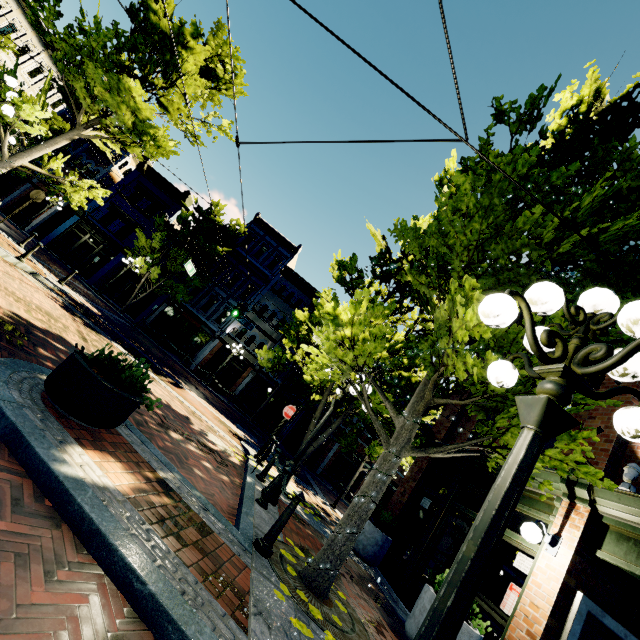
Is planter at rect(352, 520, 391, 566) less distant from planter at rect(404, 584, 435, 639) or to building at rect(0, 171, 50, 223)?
planter at rect(404, 584, 435, 639)

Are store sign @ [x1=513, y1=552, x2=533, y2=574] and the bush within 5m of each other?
yes

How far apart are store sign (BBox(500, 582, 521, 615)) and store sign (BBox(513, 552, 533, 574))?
0.3m

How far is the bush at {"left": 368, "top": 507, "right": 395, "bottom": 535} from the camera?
8.8m

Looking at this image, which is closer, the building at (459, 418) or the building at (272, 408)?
the building at (459, 418)

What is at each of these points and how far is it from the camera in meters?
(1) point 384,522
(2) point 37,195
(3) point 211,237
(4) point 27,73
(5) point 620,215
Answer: (1) bush, 8.8
(2) sign, 14.7
(3) tree, 25.0
(4) building, 28.2
(5) tree, 5.5

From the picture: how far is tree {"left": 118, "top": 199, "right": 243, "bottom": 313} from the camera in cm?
2303

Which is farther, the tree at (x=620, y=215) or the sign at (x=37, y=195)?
the sign at (x=37, y=195)
